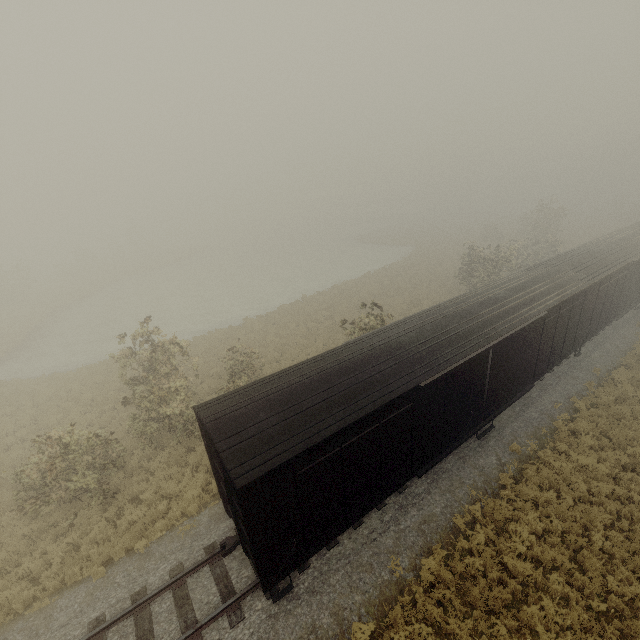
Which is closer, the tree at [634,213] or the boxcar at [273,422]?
the boxcar at [273,422]

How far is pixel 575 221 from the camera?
58.16m

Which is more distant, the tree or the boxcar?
the tree
